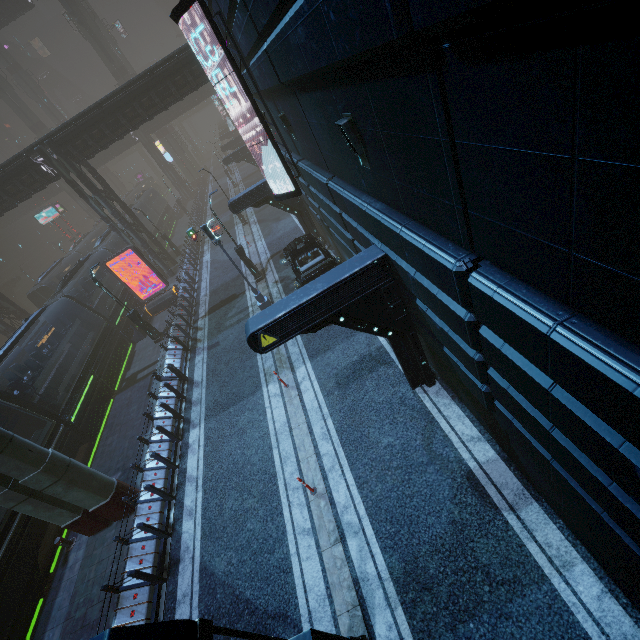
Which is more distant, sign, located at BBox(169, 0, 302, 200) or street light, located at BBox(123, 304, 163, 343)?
street light, located at BBox(123, 304, 163, 343)

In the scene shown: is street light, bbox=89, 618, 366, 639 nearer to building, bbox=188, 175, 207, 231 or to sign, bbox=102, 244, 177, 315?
building, bbox=188, 175, 207, 231

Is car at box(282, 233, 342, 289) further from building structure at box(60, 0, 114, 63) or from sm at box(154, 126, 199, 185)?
building structure at box(60, 0, 114, 63)

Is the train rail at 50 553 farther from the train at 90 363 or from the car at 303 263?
the car at 303 263

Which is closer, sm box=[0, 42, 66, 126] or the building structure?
the building structure

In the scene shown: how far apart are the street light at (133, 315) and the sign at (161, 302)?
3.47m

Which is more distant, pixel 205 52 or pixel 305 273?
pixel 205 52

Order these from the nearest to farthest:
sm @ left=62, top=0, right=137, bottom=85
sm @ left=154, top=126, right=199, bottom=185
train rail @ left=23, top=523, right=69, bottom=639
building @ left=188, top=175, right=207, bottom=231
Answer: train rail @ left=23, top=523, right=69, bottom=639 < building @ left=188, top=175, right=207, bottom=231 < sm @ left=62, top=0, right=137, bottom=85 < sm @ left=154, top=126, right=199, bottom=185
